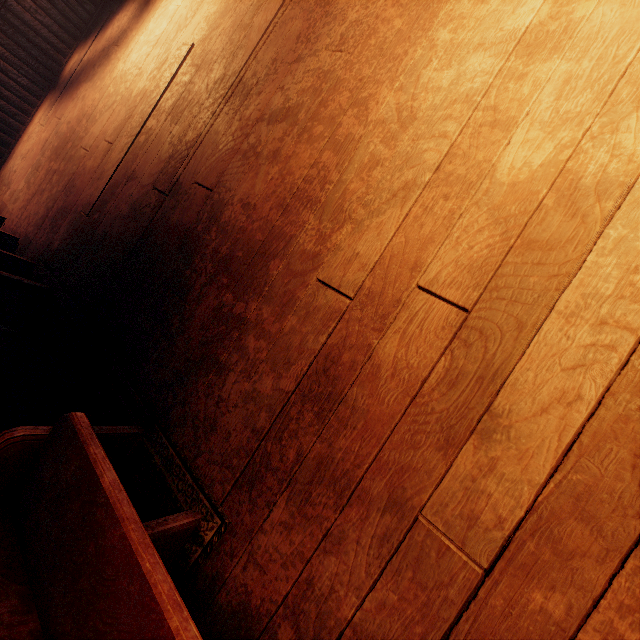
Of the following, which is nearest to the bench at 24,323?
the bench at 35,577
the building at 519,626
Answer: the building at 519,626

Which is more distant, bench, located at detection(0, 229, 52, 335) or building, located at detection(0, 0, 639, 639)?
bench, located at detection(0, 229, 52, 335)

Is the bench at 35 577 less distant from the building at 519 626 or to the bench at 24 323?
the building at 519 626

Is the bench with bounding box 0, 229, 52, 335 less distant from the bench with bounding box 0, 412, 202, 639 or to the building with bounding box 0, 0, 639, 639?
the building with bounding box 0, 0, 639, 639

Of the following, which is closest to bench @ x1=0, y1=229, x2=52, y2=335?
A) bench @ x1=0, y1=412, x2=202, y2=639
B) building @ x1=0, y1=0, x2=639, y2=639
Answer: building @ x1=0, y1=0, x2=639, y2=639

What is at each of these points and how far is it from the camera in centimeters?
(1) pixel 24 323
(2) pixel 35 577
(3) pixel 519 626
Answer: (1) bench, 299cm
(2) bench, 126cm
(3) building, 98cm
